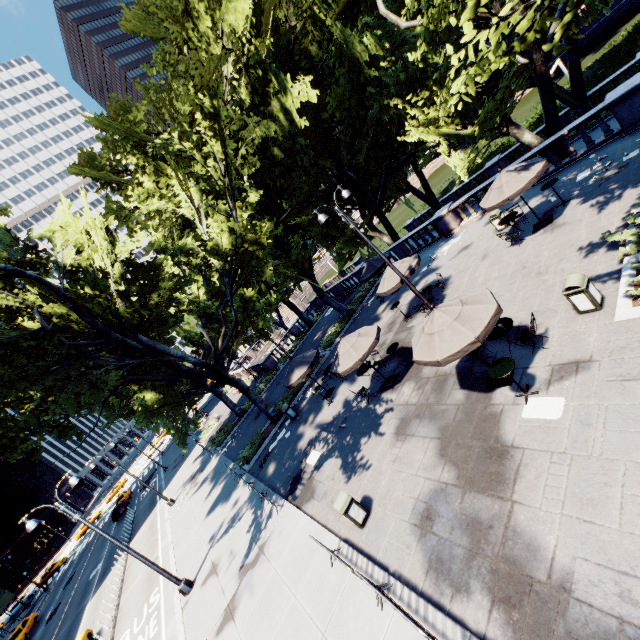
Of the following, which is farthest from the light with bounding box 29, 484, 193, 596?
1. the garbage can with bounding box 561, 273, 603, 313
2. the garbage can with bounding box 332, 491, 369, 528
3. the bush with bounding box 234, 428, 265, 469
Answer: the garbage can with bounding box 561, 273, 603, 313

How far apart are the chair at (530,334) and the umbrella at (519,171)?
6.13m

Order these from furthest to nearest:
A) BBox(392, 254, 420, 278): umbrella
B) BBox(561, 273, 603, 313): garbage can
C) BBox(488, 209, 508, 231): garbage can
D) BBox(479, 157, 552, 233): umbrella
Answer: BBox(488, 209, 508, 231): garbage can, BBox(392, 254, 420, 278): umbrella, BBox(479, 157, 552, 233): umbrella, BBox(561, 273, 603, 313): garbage can

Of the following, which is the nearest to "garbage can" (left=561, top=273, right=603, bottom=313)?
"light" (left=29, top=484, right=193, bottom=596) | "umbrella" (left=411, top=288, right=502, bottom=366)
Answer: "umbrella" (left=411, top=288, right=502, bottom=366)

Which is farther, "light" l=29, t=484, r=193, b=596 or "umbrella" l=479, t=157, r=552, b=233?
"light" l=29, t=484, r=193, b=596

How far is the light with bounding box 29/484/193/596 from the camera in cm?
1312

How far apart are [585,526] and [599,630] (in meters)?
1.44

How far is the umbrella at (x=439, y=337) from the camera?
7.9m
